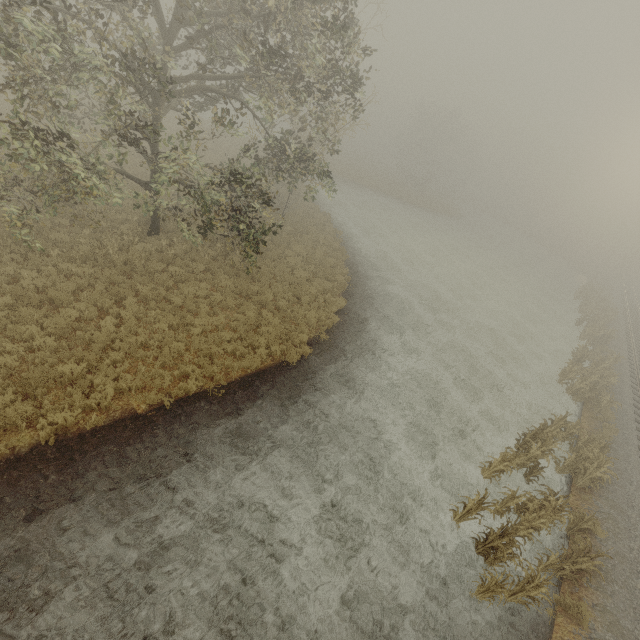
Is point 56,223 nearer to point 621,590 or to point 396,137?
point 621,590

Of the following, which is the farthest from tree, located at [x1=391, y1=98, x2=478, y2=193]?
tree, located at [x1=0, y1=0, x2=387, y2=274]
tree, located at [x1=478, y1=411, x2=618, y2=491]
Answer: tree, located at [x1=0, y1=0, x2=387, y2=274]

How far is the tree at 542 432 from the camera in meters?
11.5 m

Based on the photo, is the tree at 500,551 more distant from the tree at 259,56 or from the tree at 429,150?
the tree at 429,150

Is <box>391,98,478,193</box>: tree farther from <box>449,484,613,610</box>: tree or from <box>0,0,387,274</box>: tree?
<box>0,0,387,274</box>: tree

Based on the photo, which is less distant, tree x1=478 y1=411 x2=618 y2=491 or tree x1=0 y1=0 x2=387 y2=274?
tree x1=0 y1=0 x2=387 y2=274

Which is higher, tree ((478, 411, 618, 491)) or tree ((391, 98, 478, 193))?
tree ((391, 98, 478, 193))

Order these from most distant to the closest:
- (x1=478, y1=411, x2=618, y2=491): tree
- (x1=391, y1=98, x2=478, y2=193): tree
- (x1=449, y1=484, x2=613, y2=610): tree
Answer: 1. (x1=391, y1=98, x2=478, y2=193): tree
2. (x1=478, y1=411, x2=618, y2=491): tree
3. (x1=449, y1=484, x2=613, y2=610): tree
